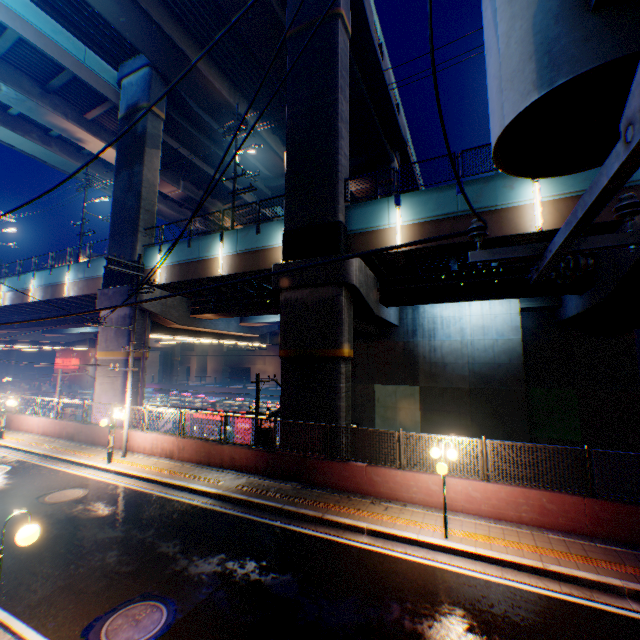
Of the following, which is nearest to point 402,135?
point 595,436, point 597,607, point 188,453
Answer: point 595,436

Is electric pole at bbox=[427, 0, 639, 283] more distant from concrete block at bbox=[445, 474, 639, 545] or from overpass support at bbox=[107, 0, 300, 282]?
overpass support at bbox=[107, 0, 300, 282]

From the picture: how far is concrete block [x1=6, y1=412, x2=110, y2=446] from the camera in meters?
17.2 m

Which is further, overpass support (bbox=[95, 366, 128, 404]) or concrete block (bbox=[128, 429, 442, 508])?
overpass support (bbox=[95, 366, 128, 404])

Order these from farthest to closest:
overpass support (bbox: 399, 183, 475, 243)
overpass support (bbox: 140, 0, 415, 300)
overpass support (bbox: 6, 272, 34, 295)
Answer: overpass support (bbox: 6, 272, 34, 295) → overpass support (bbox: 140, 0, 415, 300) → overpass support (bbox: 399, 183, 475, 243)

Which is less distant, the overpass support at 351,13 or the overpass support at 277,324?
the overpass support at 277,324

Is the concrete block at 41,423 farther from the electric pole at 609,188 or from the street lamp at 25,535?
the electric pole at 609,188
